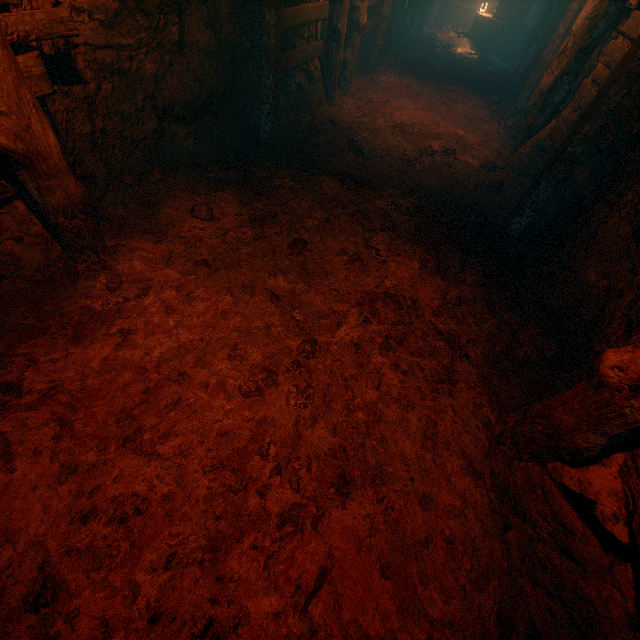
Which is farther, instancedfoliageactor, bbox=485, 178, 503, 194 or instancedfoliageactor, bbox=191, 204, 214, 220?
instancedfoliageactor, bbox=485, 178, 503, 194

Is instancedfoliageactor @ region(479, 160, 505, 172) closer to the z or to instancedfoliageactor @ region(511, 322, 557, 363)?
the z

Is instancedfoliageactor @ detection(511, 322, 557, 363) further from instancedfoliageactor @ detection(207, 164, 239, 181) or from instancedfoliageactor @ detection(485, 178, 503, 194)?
instancedfoliageactor @ detection(207, 164, 239, 181)

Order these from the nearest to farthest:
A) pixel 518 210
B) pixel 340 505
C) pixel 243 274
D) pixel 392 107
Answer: pixel 340 505 → pixel 243 274 → pixel 518 210 → pixel 392 107

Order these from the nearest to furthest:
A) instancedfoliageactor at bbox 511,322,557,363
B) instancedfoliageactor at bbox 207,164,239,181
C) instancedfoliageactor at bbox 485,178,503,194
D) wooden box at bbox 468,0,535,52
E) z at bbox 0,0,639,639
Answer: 1. z at bbox 0,0,639,639
2. instancedfoliageactor at bbox 511,322,557,363
3. instancedfoliageactor at bbox 207,164,239,181
4. instancedfoliageactor at bbox 485,178,503,194
5. wooden box at bbox 468,0,535,52

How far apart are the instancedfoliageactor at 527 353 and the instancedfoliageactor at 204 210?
3.6 meters

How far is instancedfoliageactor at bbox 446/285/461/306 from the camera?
3.48m

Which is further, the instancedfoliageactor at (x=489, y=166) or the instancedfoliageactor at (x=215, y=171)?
the instancedfoliageactor at (x=489, y=166)
